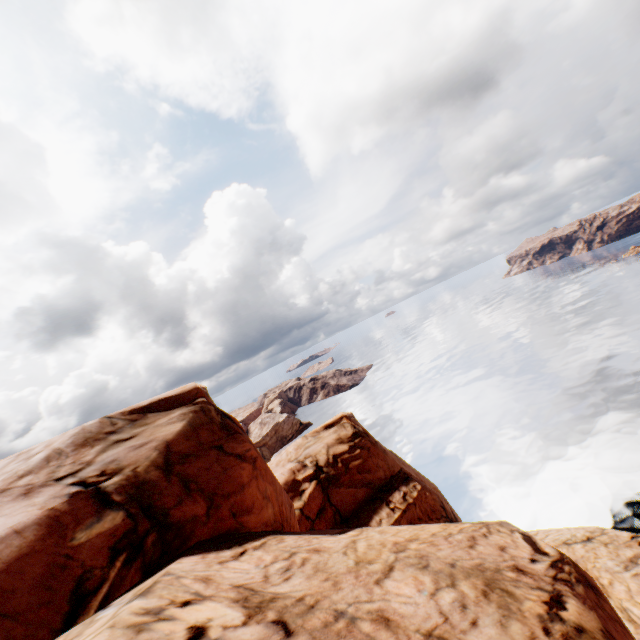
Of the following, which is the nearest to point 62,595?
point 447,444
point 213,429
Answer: point 213,429
